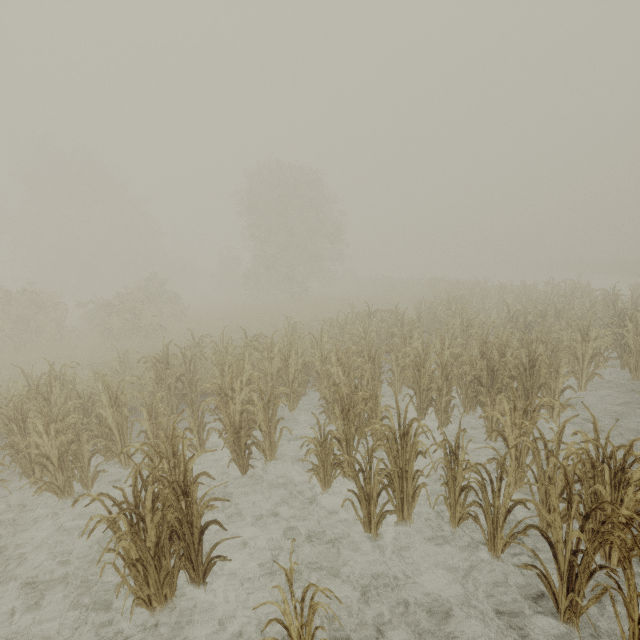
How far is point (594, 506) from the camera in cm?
289
